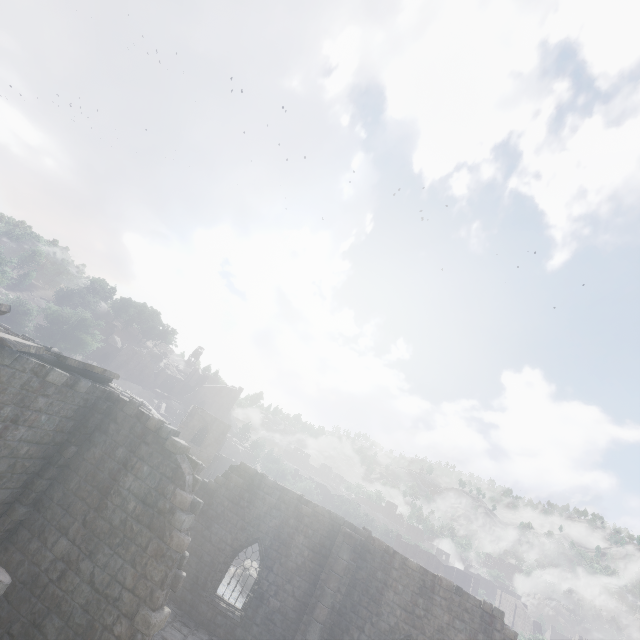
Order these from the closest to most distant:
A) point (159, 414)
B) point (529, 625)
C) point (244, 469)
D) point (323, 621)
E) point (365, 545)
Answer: point (323, 621), point (365, 545), point (244, 469), point (159, 414), point (529, 625)

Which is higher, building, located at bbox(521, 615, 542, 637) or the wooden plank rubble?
the wooden plank rubble

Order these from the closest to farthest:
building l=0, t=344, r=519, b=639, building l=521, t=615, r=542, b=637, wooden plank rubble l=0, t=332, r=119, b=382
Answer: wooden plank rubble l=0, t=332, r=119, b=382
building l=0, t=344, r=519, b=639
building l=521, t=615, r=542, b=637

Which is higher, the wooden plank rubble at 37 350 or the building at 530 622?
the wooden plank rubble at 37 350

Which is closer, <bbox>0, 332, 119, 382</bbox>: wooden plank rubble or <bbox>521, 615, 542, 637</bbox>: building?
<bbox>0, 332, 119, 382</bbox>: wooden plank rubble

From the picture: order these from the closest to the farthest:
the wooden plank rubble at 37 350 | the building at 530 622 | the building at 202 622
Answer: the wooden plank rubble at 37 350, the building at 202 622, the building at 530 622
